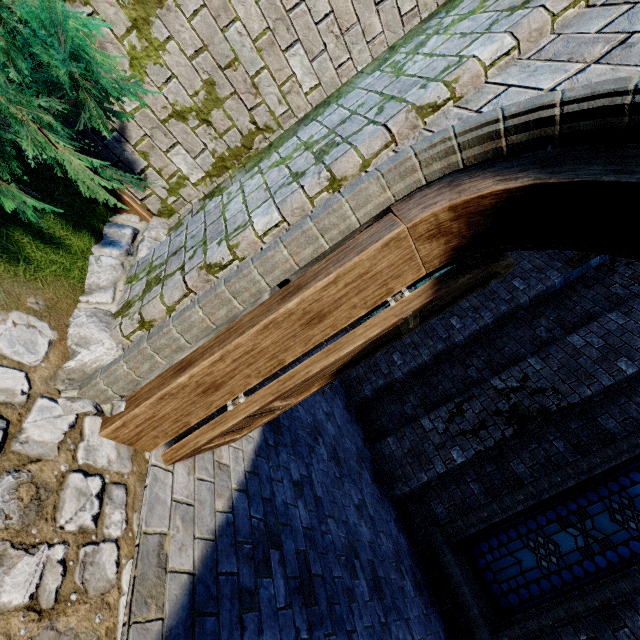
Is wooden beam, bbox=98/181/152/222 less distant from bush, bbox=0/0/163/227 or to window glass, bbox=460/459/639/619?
bush, bbox=0/0/163/227

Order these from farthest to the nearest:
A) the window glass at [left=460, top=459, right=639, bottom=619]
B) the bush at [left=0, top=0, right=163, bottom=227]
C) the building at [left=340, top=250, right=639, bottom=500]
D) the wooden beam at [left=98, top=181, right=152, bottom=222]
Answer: the building at [left=340, top=250, right=639, bottom=500] → the window glass at [left=460, top=459, right=639, bottom=619] → the wooden beam at [left=98, top=181, right=152, bottom=222] → the bush at [left=0, top=0, right=163, bottom=227]

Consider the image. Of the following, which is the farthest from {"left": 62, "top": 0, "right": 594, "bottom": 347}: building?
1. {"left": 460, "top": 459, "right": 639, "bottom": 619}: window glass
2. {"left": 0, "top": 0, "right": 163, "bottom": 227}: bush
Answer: {"left": 460, "top": 459, "right": 639, "bottom": 619}: window glass

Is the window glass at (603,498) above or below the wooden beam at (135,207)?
above

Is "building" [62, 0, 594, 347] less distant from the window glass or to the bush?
the bush

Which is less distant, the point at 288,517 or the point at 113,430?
the point at 113,430

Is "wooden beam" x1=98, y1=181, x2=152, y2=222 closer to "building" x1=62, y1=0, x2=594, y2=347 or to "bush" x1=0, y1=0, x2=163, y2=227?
"building" x1=62, y1=0, x2=594, y2=347

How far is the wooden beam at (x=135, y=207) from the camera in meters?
3.3 m
